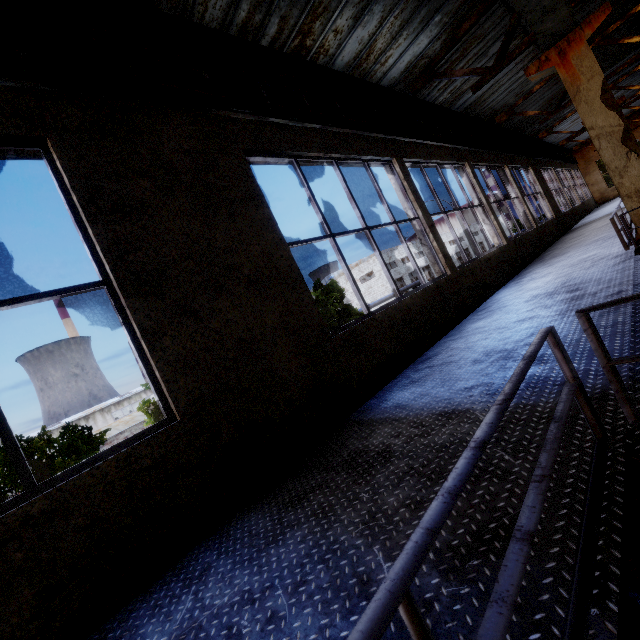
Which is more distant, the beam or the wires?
the beam

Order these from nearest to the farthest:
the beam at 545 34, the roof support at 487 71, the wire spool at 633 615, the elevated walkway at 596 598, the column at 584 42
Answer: the elevated walkway at 596 598 < the wire spool at 633 615 < the beam at 545 34 < the column at 584 42 < the roof support at 487 71

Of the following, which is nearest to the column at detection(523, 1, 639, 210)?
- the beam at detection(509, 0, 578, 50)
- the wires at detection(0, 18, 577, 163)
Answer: the beam at detection(509, 0, 578, 50)

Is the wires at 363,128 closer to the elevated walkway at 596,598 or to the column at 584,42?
the column at 584,42

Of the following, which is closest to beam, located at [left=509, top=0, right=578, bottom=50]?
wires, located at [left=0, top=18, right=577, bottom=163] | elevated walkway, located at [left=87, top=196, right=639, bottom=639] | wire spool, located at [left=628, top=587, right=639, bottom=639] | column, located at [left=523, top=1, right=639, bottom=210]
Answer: column, located at [left=523, top=1, right=639, bottom=210]

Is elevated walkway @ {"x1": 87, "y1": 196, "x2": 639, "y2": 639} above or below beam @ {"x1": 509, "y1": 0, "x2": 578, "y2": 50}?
below

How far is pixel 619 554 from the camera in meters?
1.1

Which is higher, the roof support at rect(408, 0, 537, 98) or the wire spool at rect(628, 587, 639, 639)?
the roof support at rect(408, 0, 537, 98)
